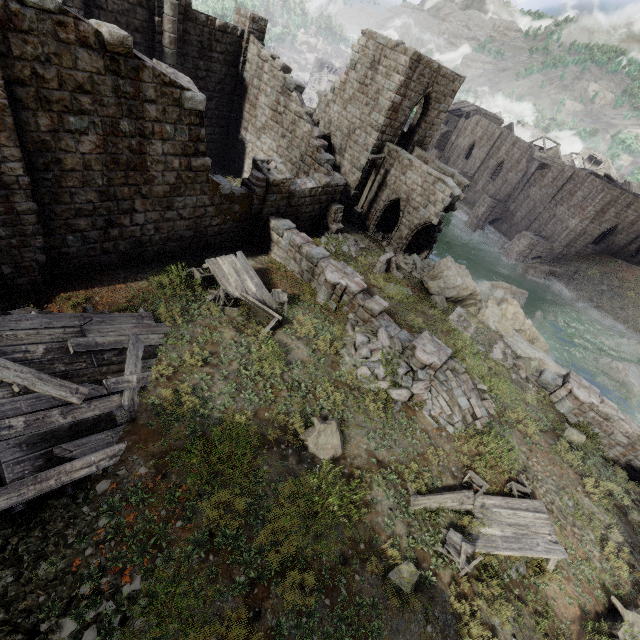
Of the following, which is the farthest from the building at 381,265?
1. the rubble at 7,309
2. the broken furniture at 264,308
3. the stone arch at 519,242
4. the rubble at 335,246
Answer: the stone arch at 519,242

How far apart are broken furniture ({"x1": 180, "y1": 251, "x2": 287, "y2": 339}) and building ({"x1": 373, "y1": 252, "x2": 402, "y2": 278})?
6.2 meters

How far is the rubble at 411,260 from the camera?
19.9 meters

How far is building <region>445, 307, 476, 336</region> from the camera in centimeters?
1539cm

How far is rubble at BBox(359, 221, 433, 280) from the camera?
19.91m

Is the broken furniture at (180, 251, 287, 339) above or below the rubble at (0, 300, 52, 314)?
above

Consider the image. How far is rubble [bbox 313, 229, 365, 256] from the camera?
17.9m

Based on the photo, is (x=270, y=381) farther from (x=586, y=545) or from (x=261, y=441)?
(x=586, y=545)
